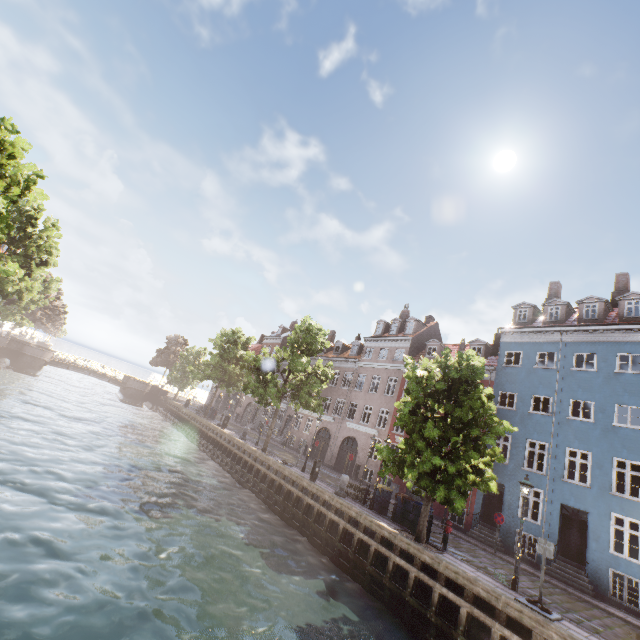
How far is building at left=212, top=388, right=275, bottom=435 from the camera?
42.9m

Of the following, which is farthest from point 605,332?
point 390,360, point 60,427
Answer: point 60,427

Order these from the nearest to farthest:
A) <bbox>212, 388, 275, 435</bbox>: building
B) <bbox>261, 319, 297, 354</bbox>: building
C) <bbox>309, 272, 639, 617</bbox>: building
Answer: <bbox>309, 272, 639, 617</bbox>: building, <bbox>212, 388, 275, 435</bbox>: building, <bbox>261, 319, 297, 354</bbox>: building

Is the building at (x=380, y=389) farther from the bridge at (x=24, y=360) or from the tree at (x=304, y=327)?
the bridge at (x=24, y=360)

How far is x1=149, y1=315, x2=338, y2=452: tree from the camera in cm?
2425

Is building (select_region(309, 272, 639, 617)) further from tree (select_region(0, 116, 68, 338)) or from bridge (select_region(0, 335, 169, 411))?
bridge (select_region(0, 335, 169, 411))

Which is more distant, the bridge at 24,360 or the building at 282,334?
the building at 282,334
